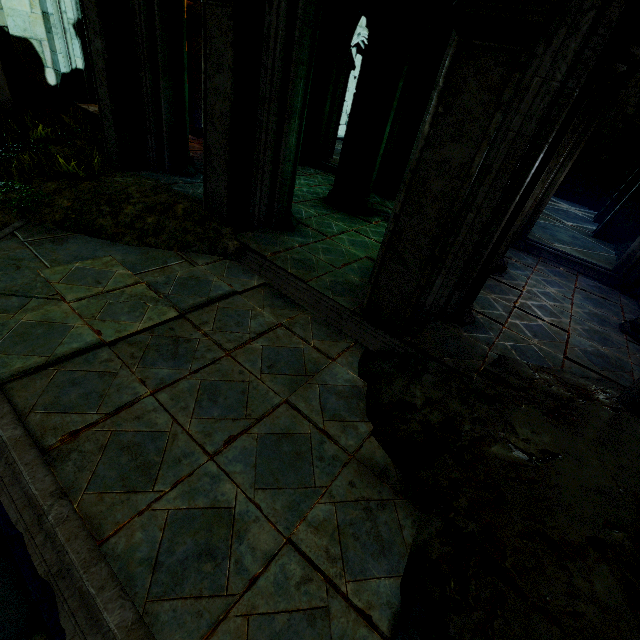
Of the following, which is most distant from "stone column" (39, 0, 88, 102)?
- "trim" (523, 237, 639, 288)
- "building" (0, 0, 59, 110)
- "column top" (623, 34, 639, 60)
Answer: "trim" (523, 237, 639, 288)

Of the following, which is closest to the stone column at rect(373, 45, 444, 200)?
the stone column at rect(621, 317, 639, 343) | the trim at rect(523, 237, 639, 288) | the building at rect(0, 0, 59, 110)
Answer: the building at rect(0, 0, 59, 110)

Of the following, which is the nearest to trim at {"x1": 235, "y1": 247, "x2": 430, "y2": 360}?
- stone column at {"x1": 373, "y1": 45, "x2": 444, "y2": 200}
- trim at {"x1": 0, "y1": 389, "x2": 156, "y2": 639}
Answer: trim at {"x1": 0, "y1": 389, "x2": 156, "y2": 639}

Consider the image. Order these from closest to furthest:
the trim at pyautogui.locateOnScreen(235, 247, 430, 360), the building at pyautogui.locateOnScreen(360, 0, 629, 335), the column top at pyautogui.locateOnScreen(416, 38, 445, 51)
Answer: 1. the building at pyautogui.locateOnScreen(360, 0, 629, 335)
2. the trim at pyautogui.locateOnScreen(235, 247, 430, 360)
3. the column top at pyautogui.locateOnScreen(416, 38, 445, 51)

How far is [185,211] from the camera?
5.1 meters

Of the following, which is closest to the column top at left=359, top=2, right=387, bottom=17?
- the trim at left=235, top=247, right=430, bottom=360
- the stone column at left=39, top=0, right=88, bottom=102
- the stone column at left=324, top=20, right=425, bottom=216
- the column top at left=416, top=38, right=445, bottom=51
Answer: the stone column at left=324, top=20, right=425, bottom=216

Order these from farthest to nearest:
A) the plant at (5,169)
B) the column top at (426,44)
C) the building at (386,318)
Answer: the column top at (426,44) → the plant at (5,169) → the building at (386,318)

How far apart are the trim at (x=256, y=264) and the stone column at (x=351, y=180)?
3.2m
